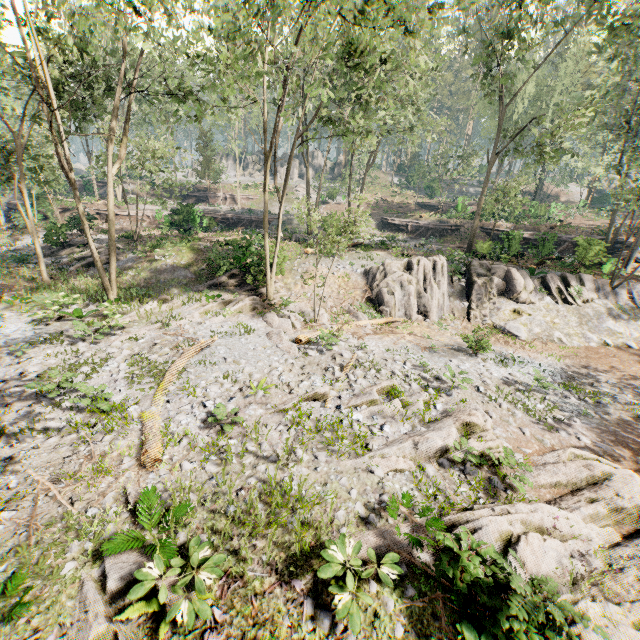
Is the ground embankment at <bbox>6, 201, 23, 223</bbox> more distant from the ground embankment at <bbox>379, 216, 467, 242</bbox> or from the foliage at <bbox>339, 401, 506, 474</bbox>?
the ground embankment at <bbox>379, 216, 467, 242</bbox>

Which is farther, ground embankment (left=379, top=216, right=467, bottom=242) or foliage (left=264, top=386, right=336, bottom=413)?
ground embankment (left=379, top=216, right=467, bottom=242)

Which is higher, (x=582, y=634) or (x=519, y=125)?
(x=519, y=125)

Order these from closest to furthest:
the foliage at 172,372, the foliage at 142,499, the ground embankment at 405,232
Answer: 1. the foliage at 142,499
2. the foliage at 172,372
3. the ground embankment at 405,232

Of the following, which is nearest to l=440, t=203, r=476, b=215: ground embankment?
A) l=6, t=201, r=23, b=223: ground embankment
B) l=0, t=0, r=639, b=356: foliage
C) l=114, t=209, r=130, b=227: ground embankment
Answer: l=0, t=0, r=639, b=356: foliage

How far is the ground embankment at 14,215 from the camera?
31.16m

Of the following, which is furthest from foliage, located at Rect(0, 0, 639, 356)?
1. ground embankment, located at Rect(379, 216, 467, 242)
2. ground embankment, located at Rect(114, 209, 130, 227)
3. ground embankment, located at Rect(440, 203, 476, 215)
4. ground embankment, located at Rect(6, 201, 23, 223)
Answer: ground embankment, located at Rect(379, 216, 467, 242)

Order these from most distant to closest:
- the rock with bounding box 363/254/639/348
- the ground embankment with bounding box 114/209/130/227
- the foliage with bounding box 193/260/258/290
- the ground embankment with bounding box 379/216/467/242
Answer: the ground embankment with bounding box 379/216/467/242
the ground embankment with bounding box 114/209/130/227
the foliage with bounding box 193/260/258/290
the rock with bounding box 363/254/639/348
